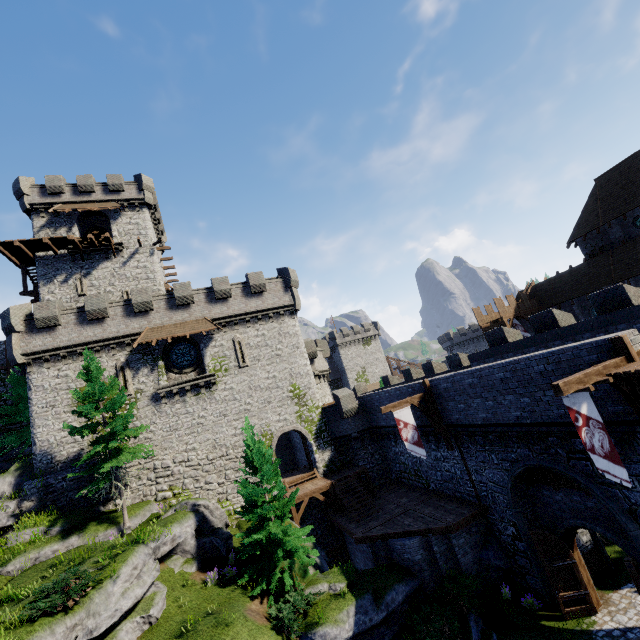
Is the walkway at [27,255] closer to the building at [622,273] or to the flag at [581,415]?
the flag at [581,415]

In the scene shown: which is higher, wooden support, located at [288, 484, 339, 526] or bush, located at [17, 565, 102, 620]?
bush, located at [17, 565, 102, 620]

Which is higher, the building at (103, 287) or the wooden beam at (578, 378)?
the building at (103, 287)

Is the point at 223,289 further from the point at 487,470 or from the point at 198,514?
the point at 487,470

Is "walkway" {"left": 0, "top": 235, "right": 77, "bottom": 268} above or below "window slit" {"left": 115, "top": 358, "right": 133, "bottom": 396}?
above

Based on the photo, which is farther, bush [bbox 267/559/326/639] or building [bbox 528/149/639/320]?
building [bbox 528/149/639/320]

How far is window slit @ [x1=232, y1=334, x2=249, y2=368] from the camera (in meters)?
26.02

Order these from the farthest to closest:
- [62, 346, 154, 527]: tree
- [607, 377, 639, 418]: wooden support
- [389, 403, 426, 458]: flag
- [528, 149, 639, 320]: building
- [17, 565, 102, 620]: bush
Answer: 1. [528, 149, 639, 320]: building
2. [62, 346, 154, 527]: tree
3. [389, 403, 426, 458]: flag
4. [17, 565, 102, 620]: bush
5. [607, 377, 639, 418]: wooden support
